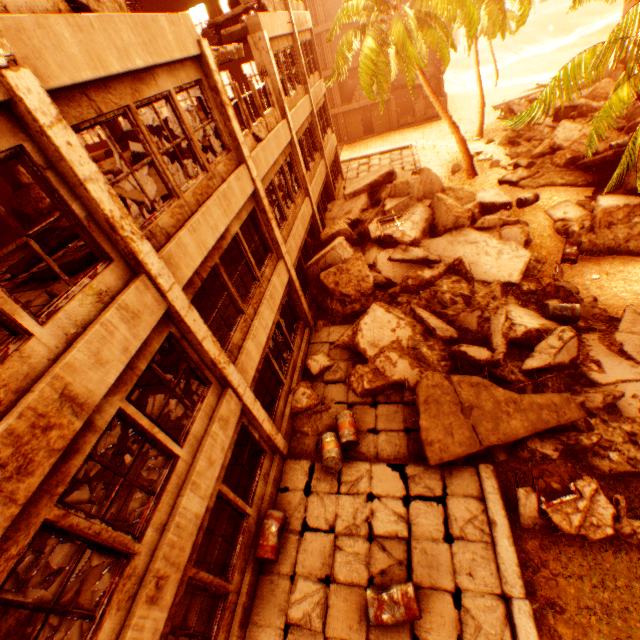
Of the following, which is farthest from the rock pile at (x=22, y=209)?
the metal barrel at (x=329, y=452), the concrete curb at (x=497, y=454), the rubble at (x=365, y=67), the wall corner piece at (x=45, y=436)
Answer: the concrete curb at (x=497, y=454)

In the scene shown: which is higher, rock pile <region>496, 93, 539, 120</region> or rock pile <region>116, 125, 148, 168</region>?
rock pile <region>116, 125, 148, 168</region>

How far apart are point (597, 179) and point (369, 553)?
18.6m

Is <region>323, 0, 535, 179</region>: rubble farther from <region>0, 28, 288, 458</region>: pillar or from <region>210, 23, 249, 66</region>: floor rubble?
<region>0, 28, 288, 458</region>: pillar

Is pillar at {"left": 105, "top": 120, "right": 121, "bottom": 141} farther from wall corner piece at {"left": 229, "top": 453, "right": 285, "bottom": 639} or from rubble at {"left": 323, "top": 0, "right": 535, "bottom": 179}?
wall corner piece at {"left": 229, "top": 453, "right": 285, "bottom": 639}

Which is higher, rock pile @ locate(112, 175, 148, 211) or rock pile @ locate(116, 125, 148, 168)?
rock pile @ locate(116, 125, 148, 168)

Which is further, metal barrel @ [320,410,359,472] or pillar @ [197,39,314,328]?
metal barrel @ [320,410,359,472]

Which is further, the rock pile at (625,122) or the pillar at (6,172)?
the rock pile at (625,122)
